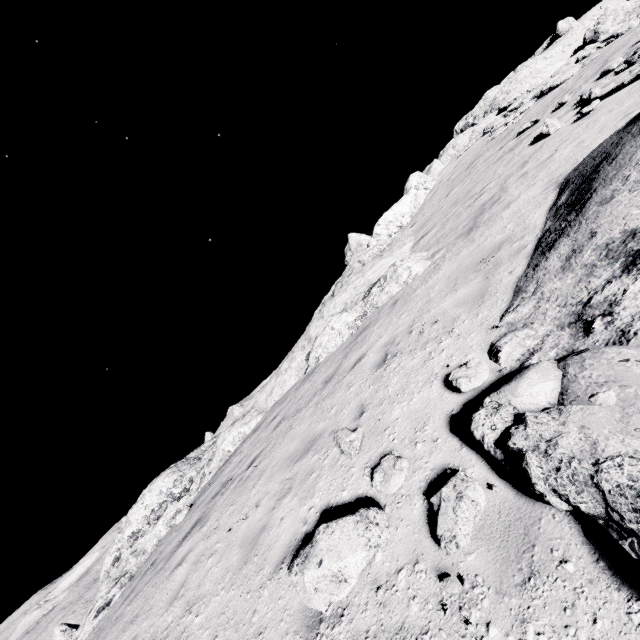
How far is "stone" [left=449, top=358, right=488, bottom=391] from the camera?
4.1 meters

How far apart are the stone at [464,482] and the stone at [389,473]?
0.5m

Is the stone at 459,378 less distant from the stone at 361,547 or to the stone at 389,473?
the stone at 389,473

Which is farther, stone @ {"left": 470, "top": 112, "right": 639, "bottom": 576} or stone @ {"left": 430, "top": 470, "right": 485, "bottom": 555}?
stone @ {"left": 430, "top": 470, "right": 485, "bottom": 555}

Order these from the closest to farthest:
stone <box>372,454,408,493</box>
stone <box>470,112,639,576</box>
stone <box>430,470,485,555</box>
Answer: stone <box>470,112,639,576</box>, stone <box>430,470,485,555</box>, stone <box>372,454,408,493</box>

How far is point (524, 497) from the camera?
2.9m

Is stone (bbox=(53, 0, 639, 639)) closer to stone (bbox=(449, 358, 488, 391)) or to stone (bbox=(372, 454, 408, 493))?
stone (bbox=(449, 358, 488, 391))

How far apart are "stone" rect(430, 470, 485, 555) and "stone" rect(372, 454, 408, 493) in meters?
0.5
